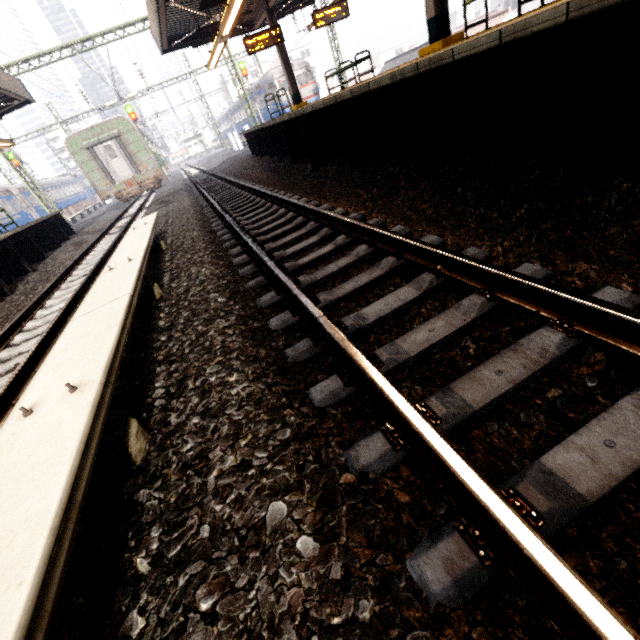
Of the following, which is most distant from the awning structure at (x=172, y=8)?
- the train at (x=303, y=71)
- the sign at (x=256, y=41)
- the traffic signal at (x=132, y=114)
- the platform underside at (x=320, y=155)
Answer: the traffic signal at (x=132, y=114)

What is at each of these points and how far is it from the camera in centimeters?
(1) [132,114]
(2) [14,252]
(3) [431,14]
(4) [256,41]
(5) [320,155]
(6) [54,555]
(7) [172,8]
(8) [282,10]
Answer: (1) traffic signal, 2562cm
(2) platform underside, 928cm
(3) awning structure, 683cm
(4) sign, 1178cm
(5) platform underside, 749cm
(6) electrical rail conduit, 93cm
(7) awning structure, 1189cm
(8) awning structure, 1553cm

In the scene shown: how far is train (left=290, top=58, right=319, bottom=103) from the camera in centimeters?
2591cm

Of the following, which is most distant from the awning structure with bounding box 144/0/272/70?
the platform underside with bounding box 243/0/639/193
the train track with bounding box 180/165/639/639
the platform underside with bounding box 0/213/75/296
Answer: the platform underside with bounding box 0/213/75/296

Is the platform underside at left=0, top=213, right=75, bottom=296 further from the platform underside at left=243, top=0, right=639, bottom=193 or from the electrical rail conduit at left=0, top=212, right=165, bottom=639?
the platform underside at left=243, top=0, right=639, bottom=193

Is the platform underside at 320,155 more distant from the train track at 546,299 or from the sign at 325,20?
the sign at 325,20

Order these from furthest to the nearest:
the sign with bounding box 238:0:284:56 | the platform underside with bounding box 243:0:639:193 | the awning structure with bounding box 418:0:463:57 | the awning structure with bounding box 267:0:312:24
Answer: the awning structure with bounding box 267:0:312:24 → the sign with bounding box 238:0:284:56 → the awning structure with bounding box 418:0:463:57 → the platform underside with bounding box 243:0:639:193

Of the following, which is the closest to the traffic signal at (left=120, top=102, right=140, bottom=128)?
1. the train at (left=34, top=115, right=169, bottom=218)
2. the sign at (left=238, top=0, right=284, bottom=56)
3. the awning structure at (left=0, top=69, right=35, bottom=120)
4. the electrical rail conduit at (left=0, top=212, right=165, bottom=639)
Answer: the train at (left=34, top=115, right=169, bottom=218)
